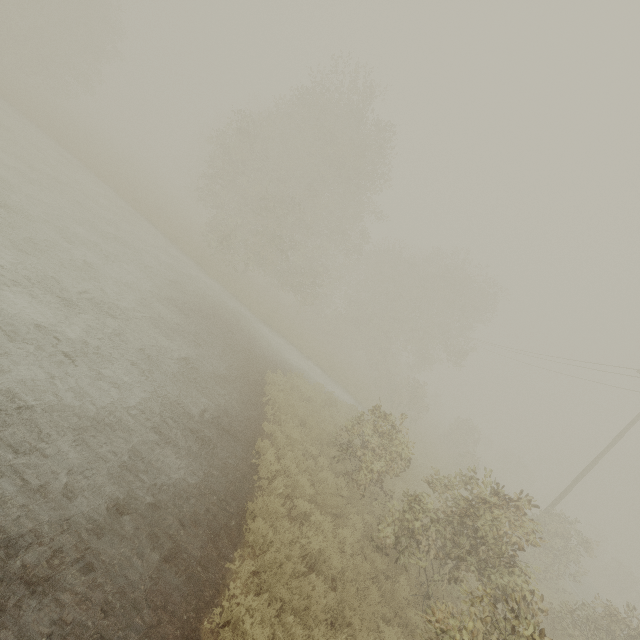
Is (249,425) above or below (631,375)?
below
